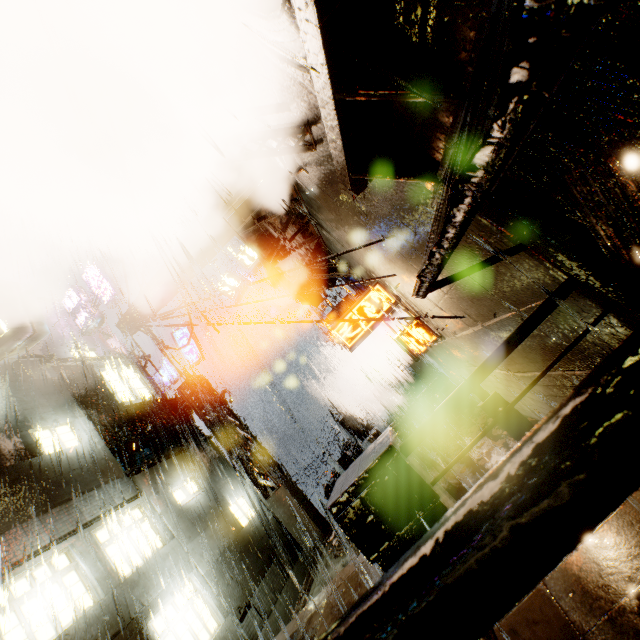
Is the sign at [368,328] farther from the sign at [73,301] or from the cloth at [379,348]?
the sign at [73,301]

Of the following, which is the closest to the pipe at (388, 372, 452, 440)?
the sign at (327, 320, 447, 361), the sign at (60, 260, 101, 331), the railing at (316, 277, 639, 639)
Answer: the sign at (327, 320, 447, 361)

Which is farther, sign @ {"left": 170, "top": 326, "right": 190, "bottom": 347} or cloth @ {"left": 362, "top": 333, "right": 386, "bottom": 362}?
sign @ {"left": 170, "top": 326, "right": 190, "bottom": 347}

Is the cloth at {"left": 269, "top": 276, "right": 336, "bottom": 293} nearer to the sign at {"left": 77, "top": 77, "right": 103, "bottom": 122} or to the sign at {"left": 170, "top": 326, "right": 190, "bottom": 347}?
the sign at {"left": 170, "top": 326, "right": 190, "bottom": 347}

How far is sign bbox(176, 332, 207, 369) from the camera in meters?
17.2 m

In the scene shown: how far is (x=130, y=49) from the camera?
5.8 meters

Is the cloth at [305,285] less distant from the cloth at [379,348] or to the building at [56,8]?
the building at [56,8]

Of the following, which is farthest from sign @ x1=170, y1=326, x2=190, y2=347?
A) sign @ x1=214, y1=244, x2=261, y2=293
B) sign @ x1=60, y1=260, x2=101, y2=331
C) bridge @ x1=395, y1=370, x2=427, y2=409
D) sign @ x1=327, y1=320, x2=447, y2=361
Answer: sign @ x1=327, y1=320, x2=447, y2=361
